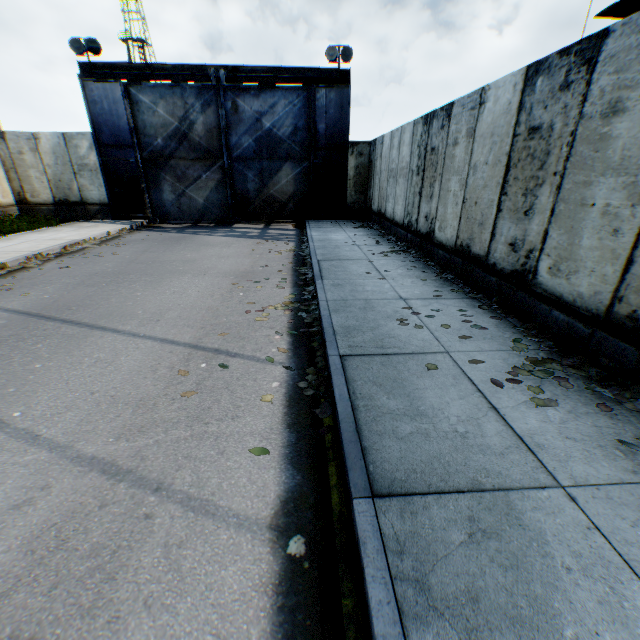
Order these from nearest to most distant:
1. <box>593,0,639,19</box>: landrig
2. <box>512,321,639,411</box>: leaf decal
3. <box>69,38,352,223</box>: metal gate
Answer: <box>512,321,639,411</box>: leaf decal < <box>593,0,639,19</box>: landrig < <box>69,38,352,223</box>: metal gate

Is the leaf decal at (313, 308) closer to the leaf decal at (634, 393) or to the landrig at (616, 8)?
the leaf decal at (634, 393)

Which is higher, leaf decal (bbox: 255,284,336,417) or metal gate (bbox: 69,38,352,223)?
metal gate (bbox: 69,38,352,223)

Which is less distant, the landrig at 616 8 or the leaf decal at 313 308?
the leaf decal at 313 308

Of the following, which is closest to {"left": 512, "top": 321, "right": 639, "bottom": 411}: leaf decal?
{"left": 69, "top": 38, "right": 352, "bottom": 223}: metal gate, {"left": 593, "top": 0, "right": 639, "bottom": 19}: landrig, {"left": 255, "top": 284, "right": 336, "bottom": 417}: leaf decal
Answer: {"left": 255, "top": 284, "right": 336, "bottom": 417}: leaf decal

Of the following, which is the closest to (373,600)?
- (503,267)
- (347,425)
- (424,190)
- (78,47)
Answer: (347,425)

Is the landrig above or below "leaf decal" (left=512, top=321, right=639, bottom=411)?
above

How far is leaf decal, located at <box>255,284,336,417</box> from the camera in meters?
3.3
